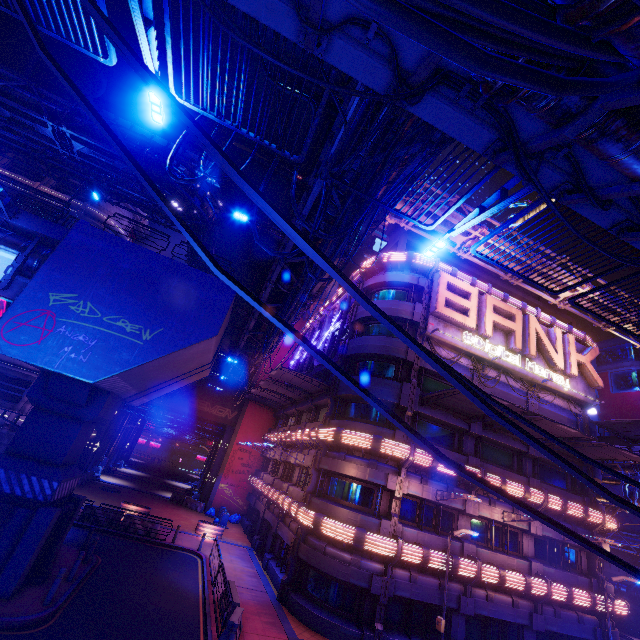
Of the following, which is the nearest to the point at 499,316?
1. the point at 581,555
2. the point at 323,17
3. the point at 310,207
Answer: the point at 581,555

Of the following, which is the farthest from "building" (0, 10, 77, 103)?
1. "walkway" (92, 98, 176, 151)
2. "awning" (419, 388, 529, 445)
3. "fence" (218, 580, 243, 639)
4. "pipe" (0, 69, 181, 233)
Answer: "awning" (419, 388, 529, 445)

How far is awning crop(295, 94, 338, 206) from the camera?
12.2 meters

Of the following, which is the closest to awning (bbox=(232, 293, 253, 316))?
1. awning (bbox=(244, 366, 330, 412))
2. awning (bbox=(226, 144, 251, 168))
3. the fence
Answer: awning (bbox=(244, 366, 330, 412))

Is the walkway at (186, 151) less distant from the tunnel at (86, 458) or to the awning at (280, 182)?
the tunnel at (86, 458)

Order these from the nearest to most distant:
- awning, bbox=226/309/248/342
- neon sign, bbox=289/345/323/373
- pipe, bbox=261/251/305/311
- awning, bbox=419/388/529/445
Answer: pipe, bbox=261/251/305/311, awning, bbox=419/388/529/445, neon sign, bbox=289/345/323/373, awning, bbox=226/309/248/342

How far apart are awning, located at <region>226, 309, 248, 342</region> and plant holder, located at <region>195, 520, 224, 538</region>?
17.8 meters

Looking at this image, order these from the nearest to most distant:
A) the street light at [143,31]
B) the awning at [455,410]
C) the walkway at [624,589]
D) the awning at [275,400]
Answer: the street light at [143,31]
the awning at [455,410]
the awning at [275,400]
the walkway at [624,589]
